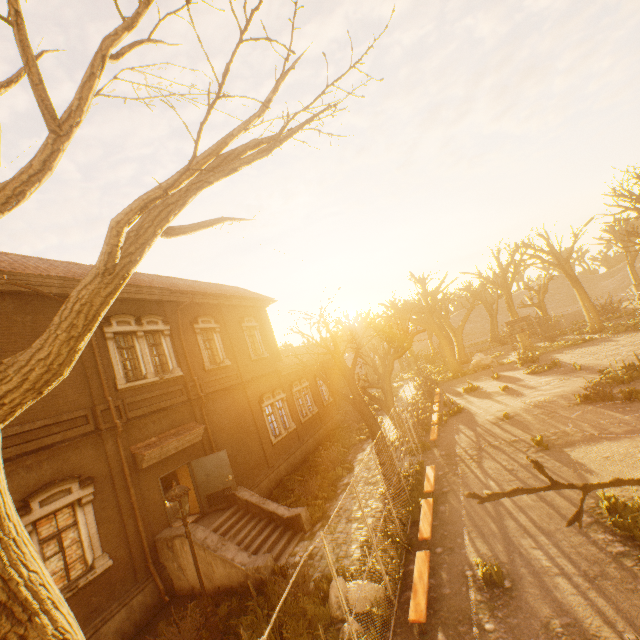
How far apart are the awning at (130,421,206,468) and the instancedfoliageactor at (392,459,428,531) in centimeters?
859cm

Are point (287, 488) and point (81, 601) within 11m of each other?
yes

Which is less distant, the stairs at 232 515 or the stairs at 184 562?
the stairs at 232 515

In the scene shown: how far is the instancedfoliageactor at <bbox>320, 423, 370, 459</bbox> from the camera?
19.47m

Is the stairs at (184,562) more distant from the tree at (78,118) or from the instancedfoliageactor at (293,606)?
the tree at (78,118)

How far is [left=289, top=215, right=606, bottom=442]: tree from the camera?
13.0 meters

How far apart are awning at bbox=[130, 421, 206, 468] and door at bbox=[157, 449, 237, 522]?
0.5 meters
